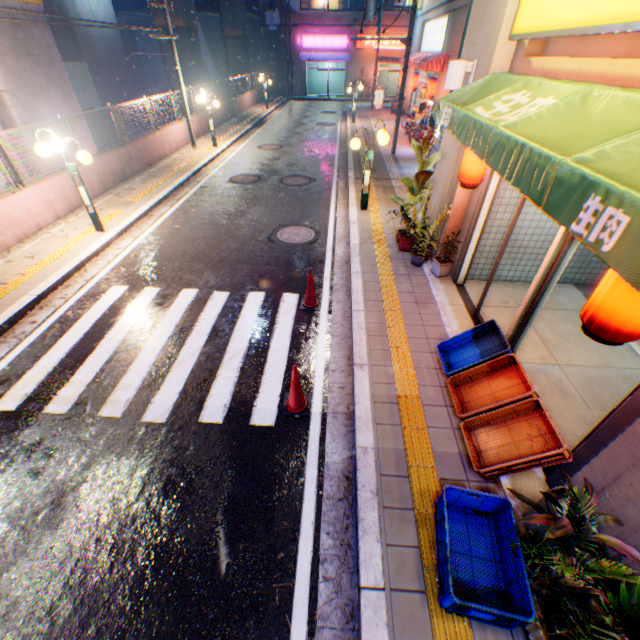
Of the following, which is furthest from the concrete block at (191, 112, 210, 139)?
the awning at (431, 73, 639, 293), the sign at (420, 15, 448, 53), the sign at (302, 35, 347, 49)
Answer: the sign at (420, 15, 448, 53)

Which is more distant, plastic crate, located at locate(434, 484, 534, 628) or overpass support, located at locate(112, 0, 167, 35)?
overpass support, located at locate(112, 0, 167, 35)

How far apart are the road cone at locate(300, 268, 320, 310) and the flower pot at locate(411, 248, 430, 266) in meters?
2.4

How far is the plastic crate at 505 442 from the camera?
3.5 meters

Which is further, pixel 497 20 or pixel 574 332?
pixel 574 332

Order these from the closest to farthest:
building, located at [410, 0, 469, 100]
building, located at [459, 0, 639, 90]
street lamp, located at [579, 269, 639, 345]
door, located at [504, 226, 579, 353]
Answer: street lamp, located at [579, 269, 639, 345]
building, located at [459, 0, 639, 90]
door, located at [504, 226, 579, 353]
building, located at [410, 0, 469, 100]

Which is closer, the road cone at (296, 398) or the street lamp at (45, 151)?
the road cone at (296, 398)

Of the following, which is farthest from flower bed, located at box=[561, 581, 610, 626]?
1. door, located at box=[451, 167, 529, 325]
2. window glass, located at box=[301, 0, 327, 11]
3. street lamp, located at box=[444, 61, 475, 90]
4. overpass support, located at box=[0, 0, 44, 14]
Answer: window glass, located at box=[301, 0, 327, 11]
